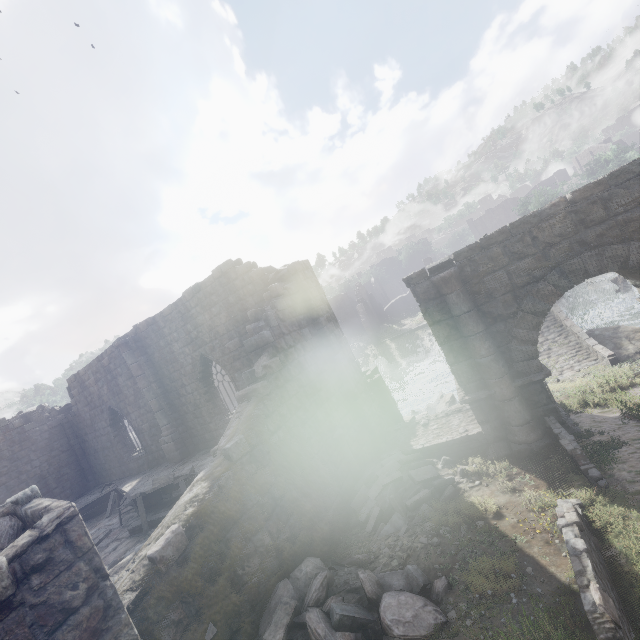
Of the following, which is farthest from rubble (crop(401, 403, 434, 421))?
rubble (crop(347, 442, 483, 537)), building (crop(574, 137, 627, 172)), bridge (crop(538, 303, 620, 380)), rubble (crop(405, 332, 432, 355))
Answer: rubble (crop(405, 332, 432, 355))

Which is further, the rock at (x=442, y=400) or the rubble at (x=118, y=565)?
the rock at (x=442, y=400)

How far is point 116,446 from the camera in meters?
18.9 m

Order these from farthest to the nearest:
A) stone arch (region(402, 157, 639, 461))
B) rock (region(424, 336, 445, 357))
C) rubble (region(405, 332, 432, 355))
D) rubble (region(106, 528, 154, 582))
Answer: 1. rubble (region(405, 332, 432, 355))
2. rock (region(424, 336, 445, 357))
3. stone arch (region(402, 157, 639, 461))
4. rubble (region(106, 528, 154, 582))

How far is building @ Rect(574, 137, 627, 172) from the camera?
50.3m

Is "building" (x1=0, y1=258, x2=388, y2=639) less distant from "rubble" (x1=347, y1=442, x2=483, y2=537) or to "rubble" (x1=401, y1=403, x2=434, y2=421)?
"rubble" (x1=347, y1=442, x2=483, y2=537)

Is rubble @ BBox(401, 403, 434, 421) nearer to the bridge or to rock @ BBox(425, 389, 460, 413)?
rock @ BBox(425, 389, 460, 413)

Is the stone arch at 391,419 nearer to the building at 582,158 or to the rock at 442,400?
the rock at 442,400
